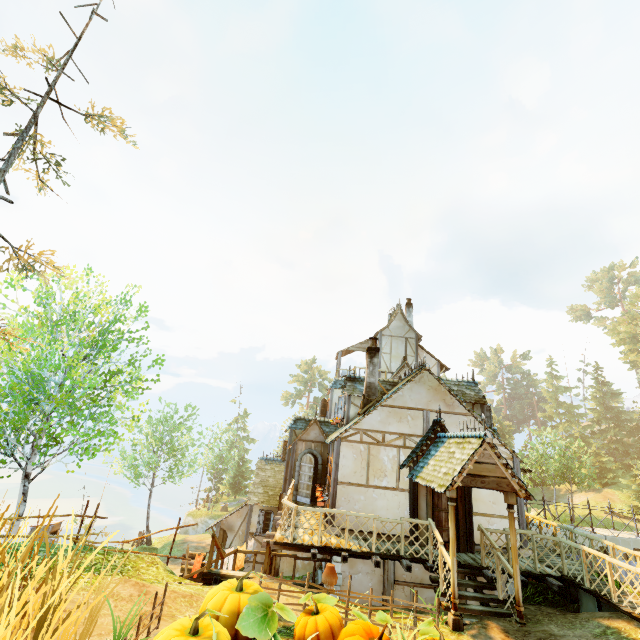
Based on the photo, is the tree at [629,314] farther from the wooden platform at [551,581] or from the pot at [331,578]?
the pot at [331,578]

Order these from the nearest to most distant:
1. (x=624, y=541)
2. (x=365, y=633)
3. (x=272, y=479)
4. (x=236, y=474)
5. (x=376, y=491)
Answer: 1. (x=365, y=633)
2. (x=376, y=491)
3. (x=624, y=541)
4. (x=272, y=479)
5. (x=236, y=474)

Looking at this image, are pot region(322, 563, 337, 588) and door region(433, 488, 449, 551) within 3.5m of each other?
no

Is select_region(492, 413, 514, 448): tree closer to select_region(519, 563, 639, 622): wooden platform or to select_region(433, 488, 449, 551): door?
select_region(519, 563, 639, 622): wooden platform

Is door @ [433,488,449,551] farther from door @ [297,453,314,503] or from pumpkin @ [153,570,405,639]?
door @ [297,453,314,503]

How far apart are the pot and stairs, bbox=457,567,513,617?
3.67m

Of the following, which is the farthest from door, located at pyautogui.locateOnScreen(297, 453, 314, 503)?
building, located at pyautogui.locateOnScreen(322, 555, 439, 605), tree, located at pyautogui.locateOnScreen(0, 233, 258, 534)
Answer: tree, located at pyautogui.locateOnScreen(0, 233, 258, 534)

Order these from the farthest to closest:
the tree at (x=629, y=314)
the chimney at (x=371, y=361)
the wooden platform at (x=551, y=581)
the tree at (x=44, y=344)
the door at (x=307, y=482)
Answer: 1. the tree at (x=629, y=314)
2. the door at (x=307, y=482)
3. the chimney at (x=371, y=361)
4. the tree at (x=44, y=344)
5. the wooden platform at (x=551, y=581)
